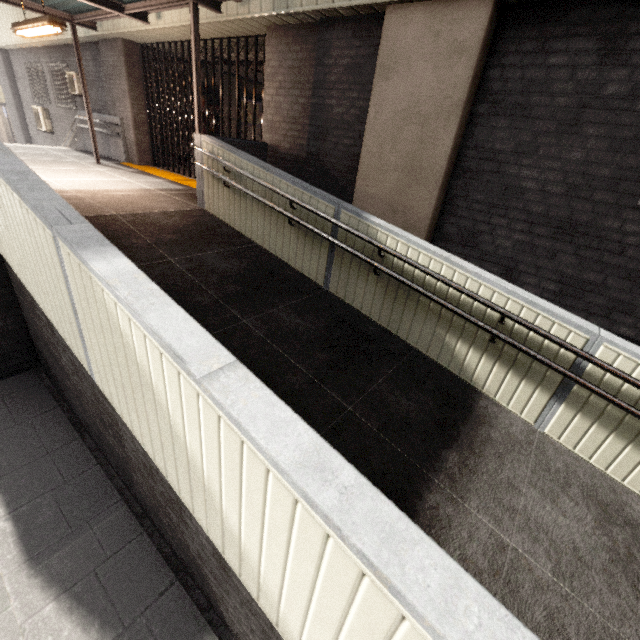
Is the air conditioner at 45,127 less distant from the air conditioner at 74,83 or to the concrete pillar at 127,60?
the air conditioner at 74,83

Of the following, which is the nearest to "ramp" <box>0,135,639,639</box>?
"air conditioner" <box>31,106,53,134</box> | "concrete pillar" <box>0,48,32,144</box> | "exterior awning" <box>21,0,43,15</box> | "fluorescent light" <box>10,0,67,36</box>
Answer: "exterior awning" <box>21,0,43,15</box>

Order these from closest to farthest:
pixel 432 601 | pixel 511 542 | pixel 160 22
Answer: pixel 432 601 < pixel 511 542 < pixel 160 22

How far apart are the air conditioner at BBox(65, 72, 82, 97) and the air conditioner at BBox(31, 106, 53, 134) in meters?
3.4 m

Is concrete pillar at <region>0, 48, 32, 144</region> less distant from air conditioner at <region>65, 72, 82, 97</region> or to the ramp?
air conditioner at <region>65, 72, 82, 97</region>

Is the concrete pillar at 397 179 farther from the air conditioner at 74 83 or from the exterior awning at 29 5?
the air conditioner at 74 83

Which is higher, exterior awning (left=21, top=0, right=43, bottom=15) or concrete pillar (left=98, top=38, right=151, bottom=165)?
exterior awning (left=21, top=0, right=43, bottom=15)

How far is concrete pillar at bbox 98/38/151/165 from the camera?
8.5m
